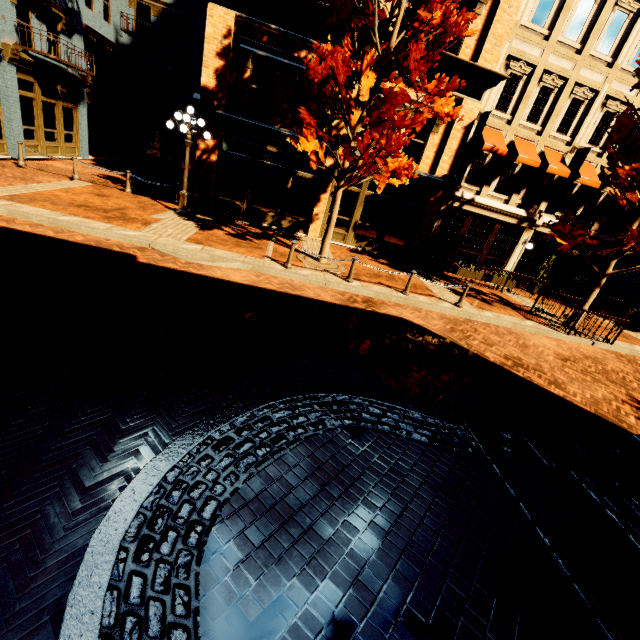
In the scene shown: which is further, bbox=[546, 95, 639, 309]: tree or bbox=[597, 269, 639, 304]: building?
bbox=[597, 269, 639, 304]: building

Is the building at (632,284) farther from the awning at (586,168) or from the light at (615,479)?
the light at (615,479)

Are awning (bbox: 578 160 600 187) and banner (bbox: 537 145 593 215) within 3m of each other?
yes

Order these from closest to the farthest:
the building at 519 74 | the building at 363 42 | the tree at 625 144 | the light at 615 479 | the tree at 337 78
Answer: the light at 615 479, the tree at 337 78, the tree at 625 144, the building at 363 42, the building at 519 74

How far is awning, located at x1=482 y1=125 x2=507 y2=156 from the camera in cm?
1359

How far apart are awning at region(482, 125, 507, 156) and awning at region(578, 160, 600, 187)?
3.87m

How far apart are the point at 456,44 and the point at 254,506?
16.92m

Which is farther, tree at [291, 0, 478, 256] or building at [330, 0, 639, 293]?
building at [330, 0, 639, 293]
